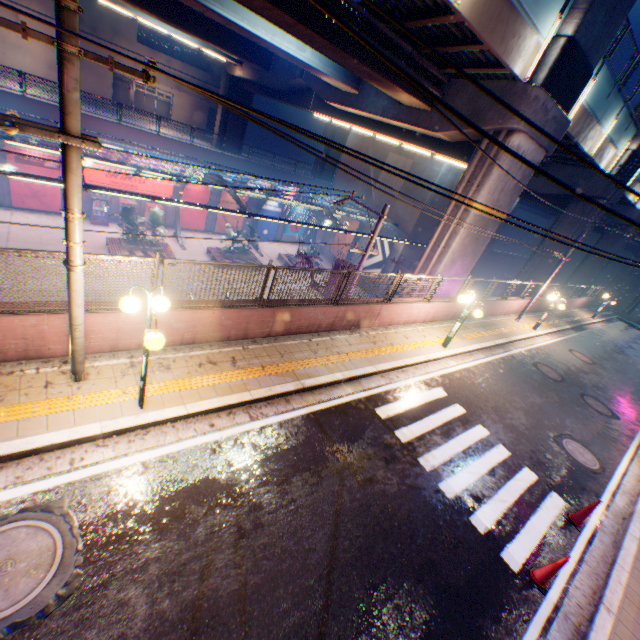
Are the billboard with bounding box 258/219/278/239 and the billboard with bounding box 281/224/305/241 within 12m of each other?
yes

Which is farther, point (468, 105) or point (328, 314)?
point (468, 105)

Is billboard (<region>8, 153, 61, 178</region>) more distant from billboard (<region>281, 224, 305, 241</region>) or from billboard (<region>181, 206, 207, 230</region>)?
billboard (<region>281, 224, 305, 241</region>)

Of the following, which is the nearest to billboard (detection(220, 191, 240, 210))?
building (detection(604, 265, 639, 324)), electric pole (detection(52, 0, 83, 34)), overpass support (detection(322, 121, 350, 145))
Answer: overpass support (detection(322, 121, 350, 145))

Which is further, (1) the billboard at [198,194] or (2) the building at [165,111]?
(2) the building at [165,111]

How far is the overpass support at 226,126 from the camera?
33.9m

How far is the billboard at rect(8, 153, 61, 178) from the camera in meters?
20.6 m

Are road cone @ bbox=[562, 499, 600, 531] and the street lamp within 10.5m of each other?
yes
